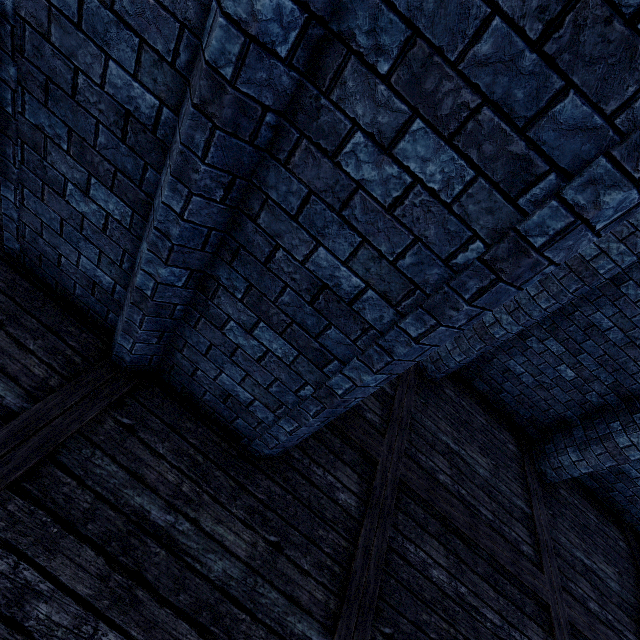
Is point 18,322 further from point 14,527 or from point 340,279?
point 340,279
